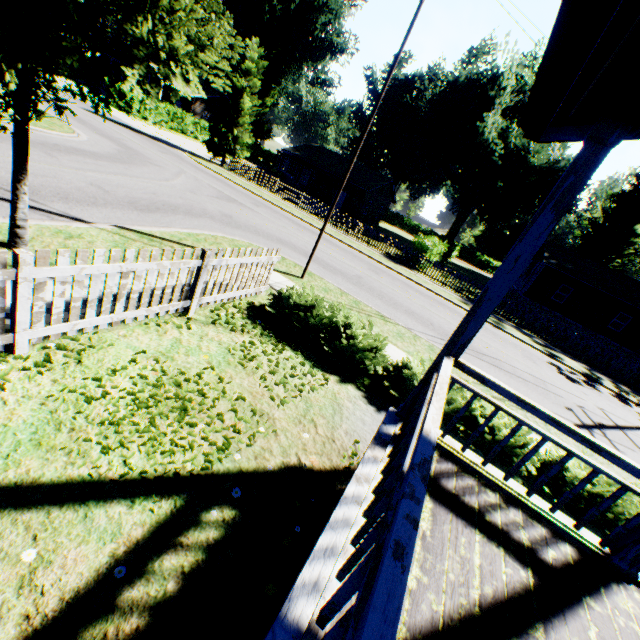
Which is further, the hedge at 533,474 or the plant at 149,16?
the hedge at 533,474

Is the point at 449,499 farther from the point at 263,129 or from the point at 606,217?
the point at 606,217

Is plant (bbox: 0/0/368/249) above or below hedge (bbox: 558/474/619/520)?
above

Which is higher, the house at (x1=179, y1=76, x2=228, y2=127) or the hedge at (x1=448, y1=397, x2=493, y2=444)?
the house at (x1=179, y1=76, x2=228, y2=127)

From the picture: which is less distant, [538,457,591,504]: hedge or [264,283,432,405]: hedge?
[538,457,591,504]: hedge

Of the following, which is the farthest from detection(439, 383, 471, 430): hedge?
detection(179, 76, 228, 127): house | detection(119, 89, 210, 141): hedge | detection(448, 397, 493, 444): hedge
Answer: detection(179, 76, 228, 127): house

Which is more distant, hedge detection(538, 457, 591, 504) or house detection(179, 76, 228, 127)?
house detection(179, 76, 228, 127)

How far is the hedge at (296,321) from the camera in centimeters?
622cm
